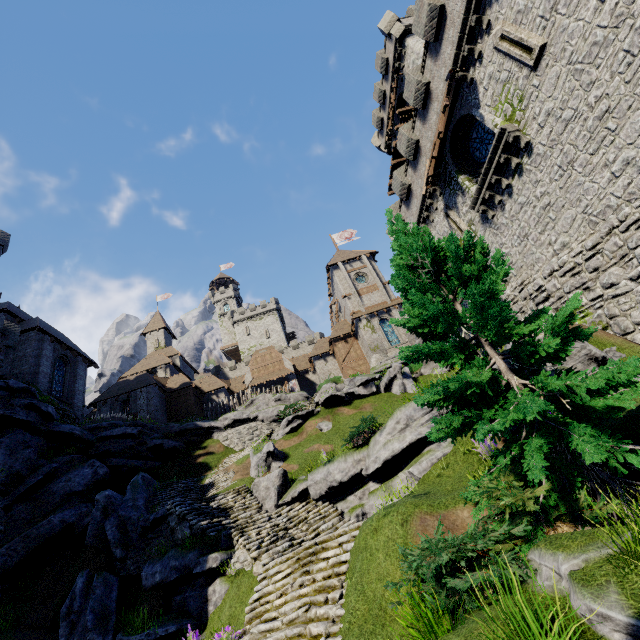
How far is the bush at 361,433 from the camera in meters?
13.4

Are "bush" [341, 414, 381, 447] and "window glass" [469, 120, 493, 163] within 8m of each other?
no

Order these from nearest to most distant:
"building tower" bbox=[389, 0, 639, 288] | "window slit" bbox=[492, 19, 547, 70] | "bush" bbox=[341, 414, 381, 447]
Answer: "building tower" bbox=[389, 0, 639, 288]
"window slit" bbox=[492, 19, 547, 70]
"bush" bbox=[341, 414, 381, 447]

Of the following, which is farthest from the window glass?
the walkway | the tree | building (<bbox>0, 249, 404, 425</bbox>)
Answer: building (<bbox>0, 249, 404, 425</bbox>)

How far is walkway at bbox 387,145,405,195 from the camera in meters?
30.6

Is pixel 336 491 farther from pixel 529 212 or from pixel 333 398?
pixel 529 212

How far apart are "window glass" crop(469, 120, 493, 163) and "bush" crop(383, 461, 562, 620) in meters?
16.7 m

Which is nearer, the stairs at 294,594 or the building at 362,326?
the stairs at 294,594
